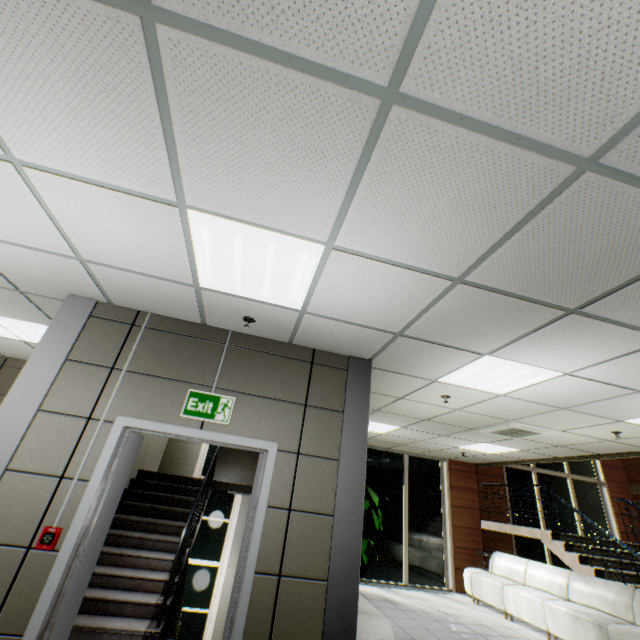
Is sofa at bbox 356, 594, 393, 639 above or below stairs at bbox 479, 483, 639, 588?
below

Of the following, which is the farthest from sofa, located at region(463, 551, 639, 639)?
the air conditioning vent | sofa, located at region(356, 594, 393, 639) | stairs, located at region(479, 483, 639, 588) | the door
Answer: the door

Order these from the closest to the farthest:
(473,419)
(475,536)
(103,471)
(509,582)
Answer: (103,471) < (473,419) < (509,582) < (475,536)

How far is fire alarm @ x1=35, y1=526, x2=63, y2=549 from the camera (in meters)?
2.51

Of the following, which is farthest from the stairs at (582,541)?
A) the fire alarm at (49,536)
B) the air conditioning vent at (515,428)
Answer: the fire alarm at (49,536)

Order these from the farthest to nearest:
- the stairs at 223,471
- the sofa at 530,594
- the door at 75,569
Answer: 1. the stairs at 223,471
2. the sofa at 530,594
3. the door at 75,569

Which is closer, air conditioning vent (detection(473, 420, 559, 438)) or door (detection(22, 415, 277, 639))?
door (detection(22, 415, 277, 639))

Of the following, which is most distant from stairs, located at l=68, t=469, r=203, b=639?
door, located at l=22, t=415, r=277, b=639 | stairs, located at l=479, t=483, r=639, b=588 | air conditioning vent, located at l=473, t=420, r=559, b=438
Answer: stairs, located at l=479, t=483, r=639, b=588
